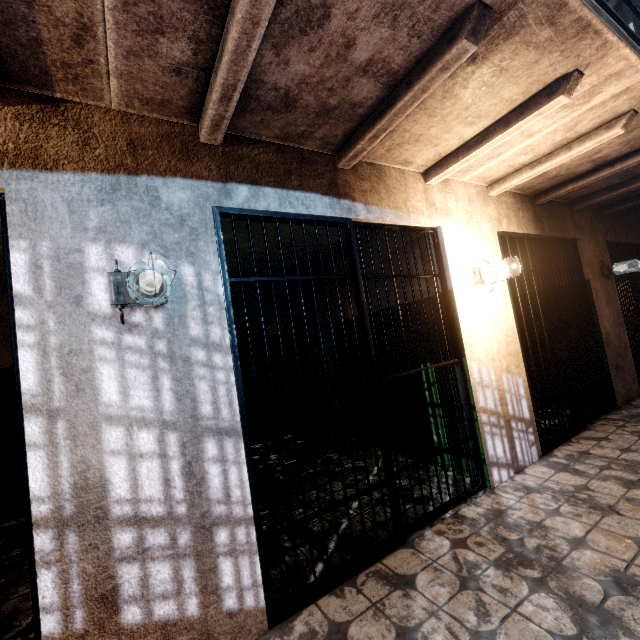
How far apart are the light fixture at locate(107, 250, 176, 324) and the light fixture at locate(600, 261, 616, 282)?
5.8m

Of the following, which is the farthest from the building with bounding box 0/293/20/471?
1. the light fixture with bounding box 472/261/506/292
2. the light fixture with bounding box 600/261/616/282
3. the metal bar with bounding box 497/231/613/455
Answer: the light fixture with bounding box 600/261/616/282

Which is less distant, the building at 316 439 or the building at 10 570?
the building at 10 570

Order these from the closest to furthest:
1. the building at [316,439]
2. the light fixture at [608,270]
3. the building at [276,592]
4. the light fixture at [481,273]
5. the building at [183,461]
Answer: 1. the building at [183,461]
2. the building at [276,592]
3. the light fixture at [481,273]
4. the building at [316,439]
5. the light fixture at [608,270]

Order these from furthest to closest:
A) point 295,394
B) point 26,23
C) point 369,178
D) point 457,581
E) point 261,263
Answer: point 295,394 → point 261,263 → point 369,178 → point 457,581 → point 26,23

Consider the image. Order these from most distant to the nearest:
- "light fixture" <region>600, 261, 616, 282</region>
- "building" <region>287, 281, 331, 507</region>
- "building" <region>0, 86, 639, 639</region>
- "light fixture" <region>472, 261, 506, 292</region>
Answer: "light fixture" <region>600, 261, 616, 282</region>, "building" <region>287, 281, 331, 507</region>, "light fixture" <region>472, 261, 506, 292</region>, "building" <region>0, 86, 639, 639</region>

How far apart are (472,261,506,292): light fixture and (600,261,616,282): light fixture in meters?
A: 2.9

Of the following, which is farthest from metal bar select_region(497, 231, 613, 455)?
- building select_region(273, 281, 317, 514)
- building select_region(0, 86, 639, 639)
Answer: building select_region(273, 281, 317, 514)
